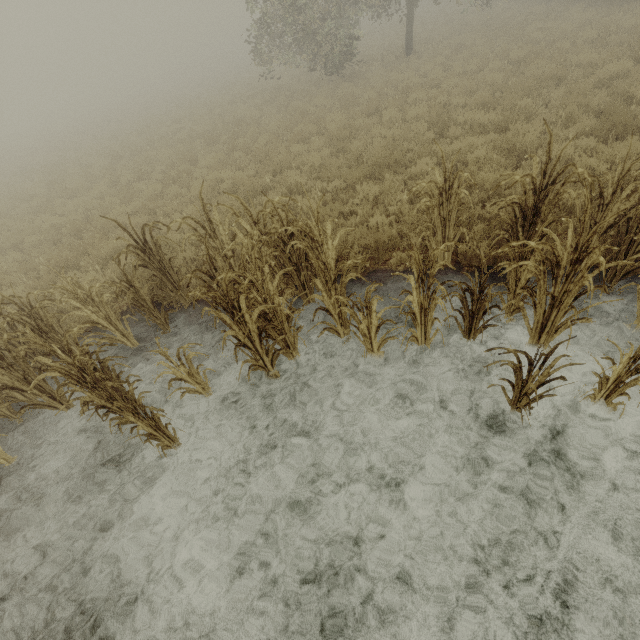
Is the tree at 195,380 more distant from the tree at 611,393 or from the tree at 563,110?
the tree at 611,393

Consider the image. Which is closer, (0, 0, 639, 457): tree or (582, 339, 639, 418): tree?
(582, 339, 639, 418): tree

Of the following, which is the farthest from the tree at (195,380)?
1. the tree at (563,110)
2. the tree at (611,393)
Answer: the tree at (611,393)

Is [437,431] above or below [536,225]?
below

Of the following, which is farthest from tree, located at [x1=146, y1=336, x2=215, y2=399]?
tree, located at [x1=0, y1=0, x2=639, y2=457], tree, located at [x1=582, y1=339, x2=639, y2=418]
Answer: tree, located at [x1=582, y1=339, x2=639, y2=418]

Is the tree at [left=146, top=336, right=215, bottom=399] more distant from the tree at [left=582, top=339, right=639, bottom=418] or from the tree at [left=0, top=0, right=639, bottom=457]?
the tree at [left=582, top=339, right=639, bottom=418]

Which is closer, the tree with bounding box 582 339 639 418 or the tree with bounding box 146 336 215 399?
the tree with bounding box 582 339 639 418
